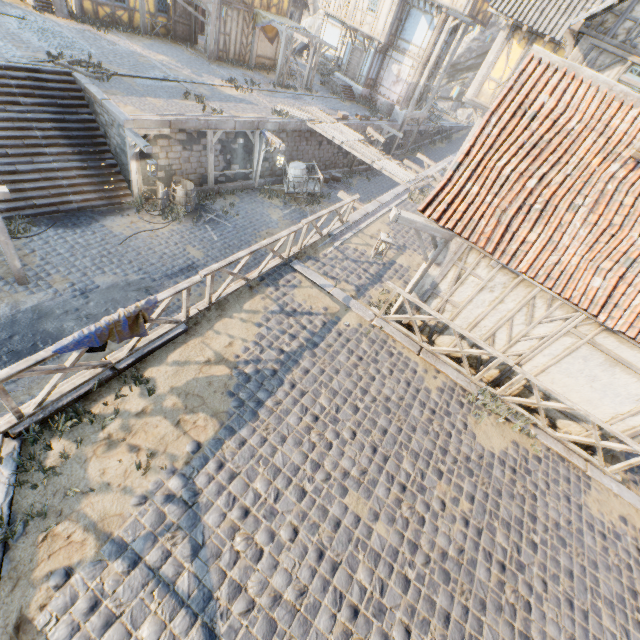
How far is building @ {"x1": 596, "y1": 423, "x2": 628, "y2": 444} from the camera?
7.3 meters

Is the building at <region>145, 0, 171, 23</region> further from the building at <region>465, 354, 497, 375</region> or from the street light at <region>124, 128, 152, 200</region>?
the building at <region>465, 354, 497, 375</region>

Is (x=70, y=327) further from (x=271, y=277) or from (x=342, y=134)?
(x=342, y=134)

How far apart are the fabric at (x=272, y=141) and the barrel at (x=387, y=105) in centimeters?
1326cm

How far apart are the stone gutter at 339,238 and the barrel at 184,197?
7.4 meters

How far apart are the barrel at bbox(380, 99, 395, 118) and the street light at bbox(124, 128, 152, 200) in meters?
19.6

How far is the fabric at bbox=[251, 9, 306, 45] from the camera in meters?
20.0

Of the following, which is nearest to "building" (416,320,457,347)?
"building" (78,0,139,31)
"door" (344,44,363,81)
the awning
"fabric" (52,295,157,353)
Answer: "fabric" (52,295,157,353)
